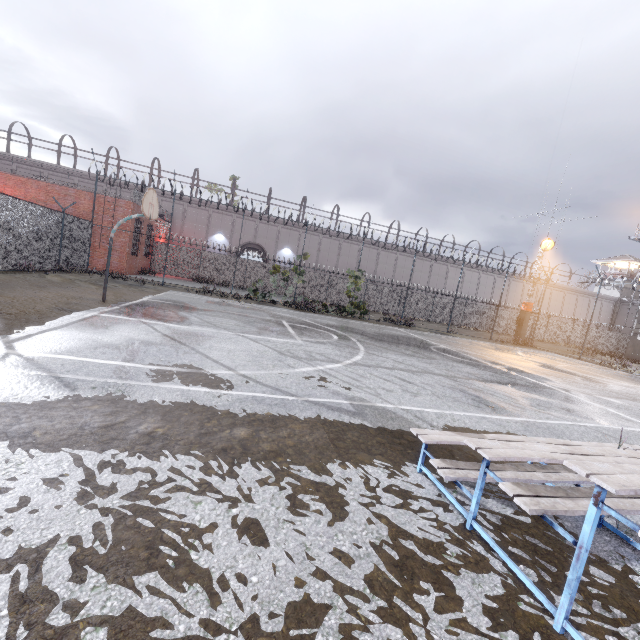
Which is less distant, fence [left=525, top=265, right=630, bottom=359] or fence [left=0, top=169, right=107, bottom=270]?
fence [left=0, top=169, right=107, bottom=270]

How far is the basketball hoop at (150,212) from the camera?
9.5m

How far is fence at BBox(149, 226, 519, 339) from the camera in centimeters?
2778cm

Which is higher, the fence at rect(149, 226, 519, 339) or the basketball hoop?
the basketball hoop

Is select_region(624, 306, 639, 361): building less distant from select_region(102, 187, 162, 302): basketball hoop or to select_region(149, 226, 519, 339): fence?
select_region(149, 226, 519, 339): fence

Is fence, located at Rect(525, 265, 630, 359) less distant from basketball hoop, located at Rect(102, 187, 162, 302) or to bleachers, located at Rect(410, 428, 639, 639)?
basketball hoop, located at Rect(102, 187, 162, 302)

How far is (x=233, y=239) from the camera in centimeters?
3512cm

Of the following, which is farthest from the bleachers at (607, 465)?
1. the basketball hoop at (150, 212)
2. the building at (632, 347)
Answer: the building at (632, 347)
